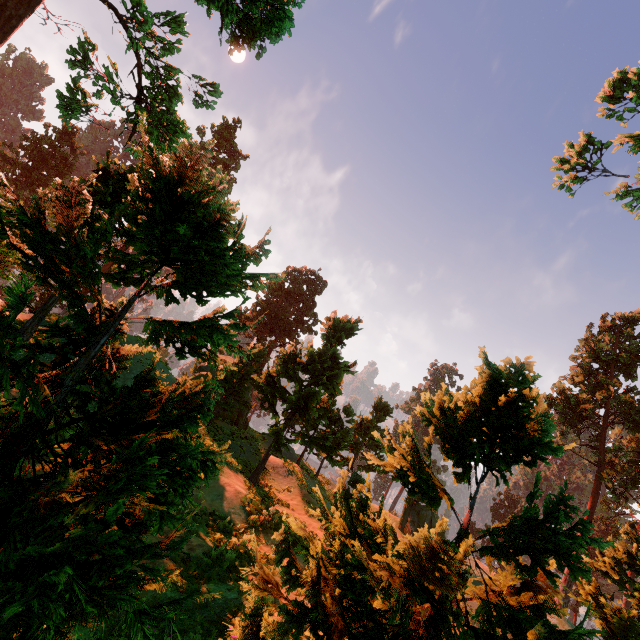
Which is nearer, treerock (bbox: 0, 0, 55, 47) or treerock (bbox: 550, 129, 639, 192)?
treerock (bbox: 0, 0, 55, 47)

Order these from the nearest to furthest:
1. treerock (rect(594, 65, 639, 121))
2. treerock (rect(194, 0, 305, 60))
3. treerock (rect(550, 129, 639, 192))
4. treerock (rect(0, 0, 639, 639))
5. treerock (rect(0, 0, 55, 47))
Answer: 1. treerock (rect(0, 0, 639, 639))
2. treerock (rect(0, 0, 55, 47))
3. treerock (rect(194, 0, 305, 60))
4. treerock (rect(594, 65, 639, 121))
5. treerock (rect(550, 129, 639, 192))

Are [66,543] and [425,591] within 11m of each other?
yes

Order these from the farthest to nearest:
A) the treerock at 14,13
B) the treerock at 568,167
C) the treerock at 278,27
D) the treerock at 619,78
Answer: the treerock at 568,167 → the treerock at 619,78 → the treerock at 278,27 → the treerock at 14,13

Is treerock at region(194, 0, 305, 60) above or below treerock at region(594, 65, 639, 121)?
below

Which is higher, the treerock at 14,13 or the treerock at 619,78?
the treerock at 619,78
